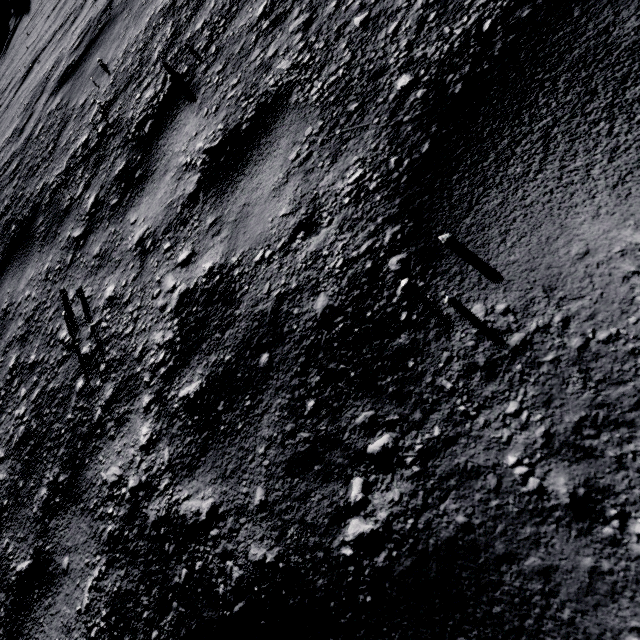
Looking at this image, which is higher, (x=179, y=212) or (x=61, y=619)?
(x=179, y=212)
